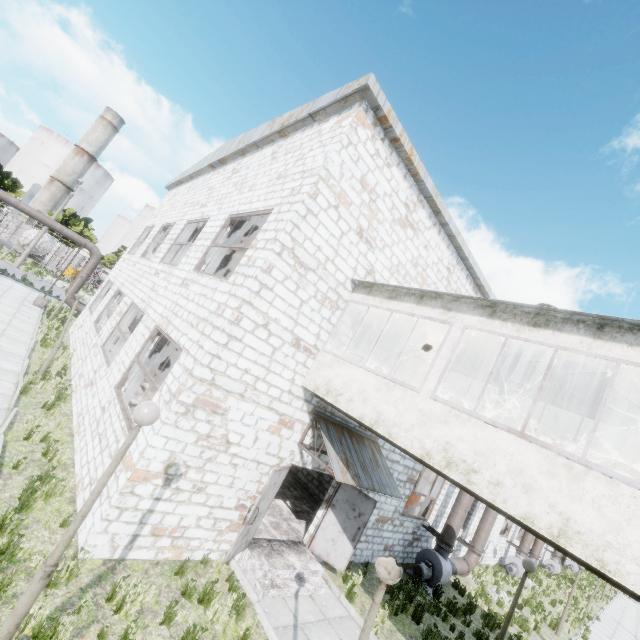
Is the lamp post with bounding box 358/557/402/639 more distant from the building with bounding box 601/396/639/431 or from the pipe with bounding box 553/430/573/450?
the pipe with bounding box 553/430/573/450

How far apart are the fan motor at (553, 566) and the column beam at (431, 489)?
24.2m

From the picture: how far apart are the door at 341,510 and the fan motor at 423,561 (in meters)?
4.75

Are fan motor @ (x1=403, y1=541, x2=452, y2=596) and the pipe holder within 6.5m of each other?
no

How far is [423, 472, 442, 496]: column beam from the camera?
15.3m

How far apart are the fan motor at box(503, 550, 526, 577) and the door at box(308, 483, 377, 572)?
Result: 18.3m

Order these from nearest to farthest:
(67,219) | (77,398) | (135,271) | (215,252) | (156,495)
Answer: (156,495)
(77,398)
(135,271)
(215,252)
(67,219)

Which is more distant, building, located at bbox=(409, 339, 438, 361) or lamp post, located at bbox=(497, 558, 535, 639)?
building, located at bbox=(409, 339, 438, 361)
